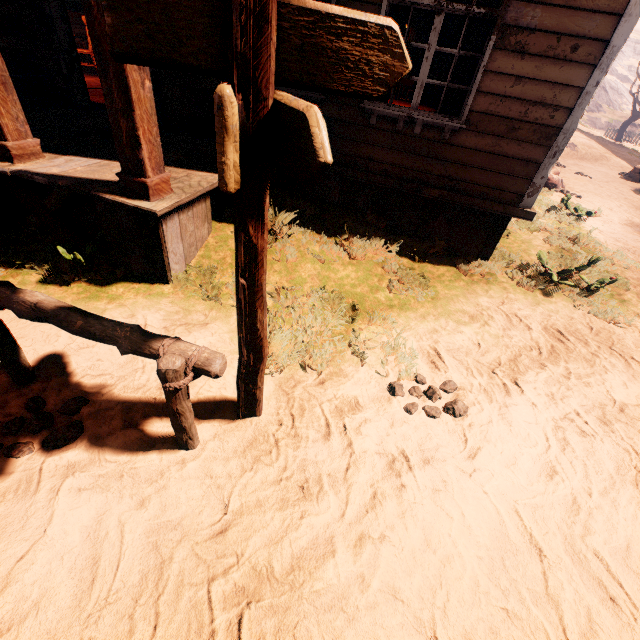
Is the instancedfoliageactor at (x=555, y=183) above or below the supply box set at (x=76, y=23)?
below

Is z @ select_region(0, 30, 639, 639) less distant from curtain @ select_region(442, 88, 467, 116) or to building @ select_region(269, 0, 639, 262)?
building @ select_region(269, 0, 639, 262)

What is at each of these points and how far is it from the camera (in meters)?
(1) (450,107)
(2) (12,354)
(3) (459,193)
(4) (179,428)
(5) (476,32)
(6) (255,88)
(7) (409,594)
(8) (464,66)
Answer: (1) curtain, 4.46
(2) horse pole, 2.40
(3) building, 4.86
(4) horse pole, 2.15
(5) curtain, 3.96
(6) sign, 1.23
(7) z, 1.89
(8) curtain, 4.17

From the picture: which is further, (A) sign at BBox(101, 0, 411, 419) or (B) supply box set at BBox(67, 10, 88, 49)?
(B) supply box set at BBox(67, 10, 88, 49)

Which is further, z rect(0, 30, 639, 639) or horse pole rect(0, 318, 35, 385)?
horse pole rect(0, 318, 35, 385)

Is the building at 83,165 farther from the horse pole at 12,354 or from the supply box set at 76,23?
the horse pole at 12,354

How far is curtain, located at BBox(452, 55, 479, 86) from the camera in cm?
412
